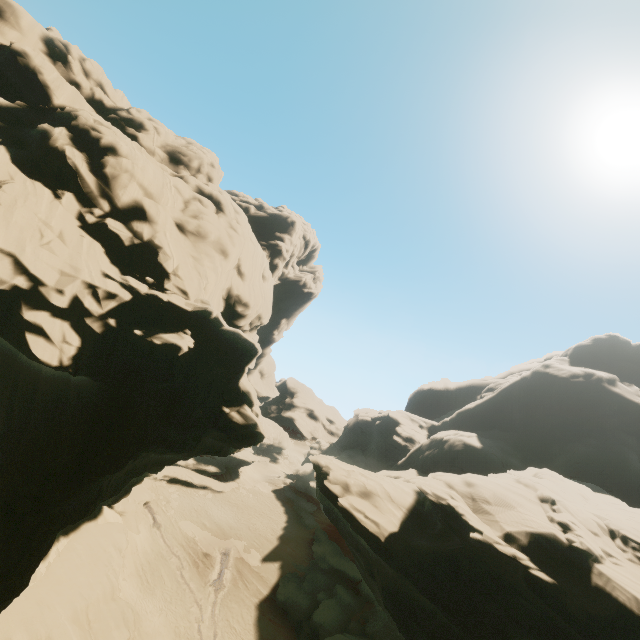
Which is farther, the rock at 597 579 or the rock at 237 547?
the rock at 237 547

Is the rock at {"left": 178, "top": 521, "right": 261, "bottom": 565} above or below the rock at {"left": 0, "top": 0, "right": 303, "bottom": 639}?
below

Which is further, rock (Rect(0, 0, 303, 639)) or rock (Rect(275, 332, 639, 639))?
rock (Rect(275, 332, 639, 639))

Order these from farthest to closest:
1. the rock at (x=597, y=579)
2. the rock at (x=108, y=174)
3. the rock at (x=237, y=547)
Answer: the rock at (x=237, y=547) → the rock at (x=597, y=579) → the rock at (x=108, y=174)

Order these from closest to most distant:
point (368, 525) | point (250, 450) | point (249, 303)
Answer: point (368, 525) → point (249, 303) → point (250, 450)

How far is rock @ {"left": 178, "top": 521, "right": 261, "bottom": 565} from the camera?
34.9 meters
